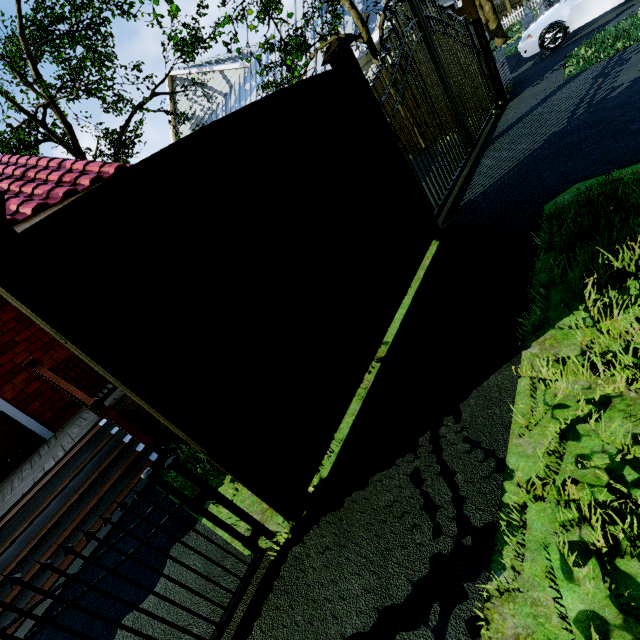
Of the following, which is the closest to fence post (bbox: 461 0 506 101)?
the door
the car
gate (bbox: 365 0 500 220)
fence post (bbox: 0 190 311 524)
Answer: gate (bbox: 365 0 500 220)

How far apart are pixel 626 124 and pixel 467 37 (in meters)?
5.35

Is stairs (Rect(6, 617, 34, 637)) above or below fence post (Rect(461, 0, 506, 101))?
below

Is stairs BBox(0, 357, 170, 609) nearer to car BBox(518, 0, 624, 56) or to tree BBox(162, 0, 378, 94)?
tree BBox(162, 0, 378, 94)

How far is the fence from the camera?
1.8m

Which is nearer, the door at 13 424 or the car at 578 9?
the door at 13 424

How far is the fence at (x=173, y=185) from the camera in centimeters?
182cm

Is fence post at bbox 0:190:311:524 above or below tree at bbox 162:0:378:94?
below
